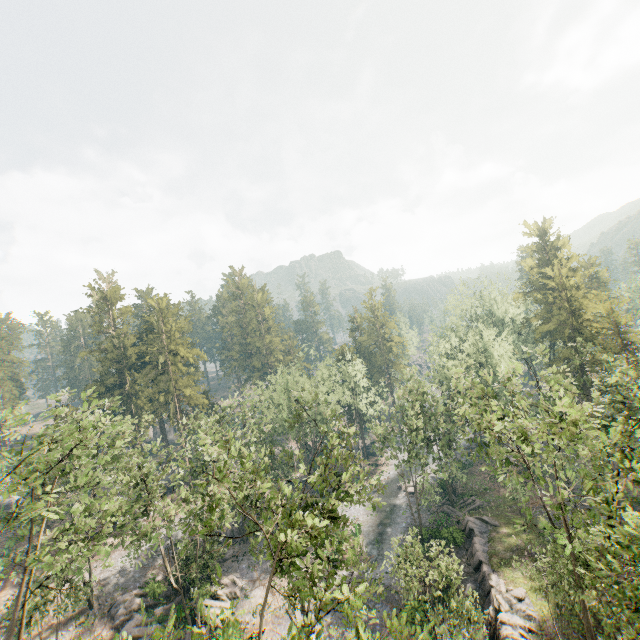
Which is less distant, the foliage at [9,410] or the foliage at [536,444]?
the foliage at [536,444]

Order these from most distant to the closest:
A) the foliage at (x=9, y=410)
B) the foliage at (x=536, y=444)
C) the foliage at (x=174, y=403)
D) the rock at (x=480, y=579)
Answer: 1. the rock at (x=480, y=579)
2. the foliage at (x=9, y=410)
3. the foliage at (x=536, y=444)
4. the foliage at (x=174, y=403)

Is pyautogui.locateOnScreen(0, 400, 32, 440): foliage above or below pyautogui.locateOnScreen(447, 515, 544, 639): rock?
above

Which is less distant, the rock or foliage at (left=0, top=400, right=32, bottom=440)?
foliage at (left=0, top=400, right=32, bottom=440)

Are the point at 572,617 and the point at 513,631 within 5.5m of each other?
yes

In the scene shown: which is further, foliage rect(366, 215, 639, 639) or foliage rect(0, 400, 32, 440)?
foliage rect(0, 400, 32, 440)

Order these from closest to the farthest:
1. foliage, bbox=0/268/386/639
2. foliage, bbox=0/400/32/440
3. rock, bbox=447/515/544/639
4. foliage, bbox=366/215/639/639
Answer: foliage, bbox=0/268/386/639
foliage, bbox=366/215/639/639
foliage, bbox=0/400/32/440
rock, bbox=447/515/544/639
